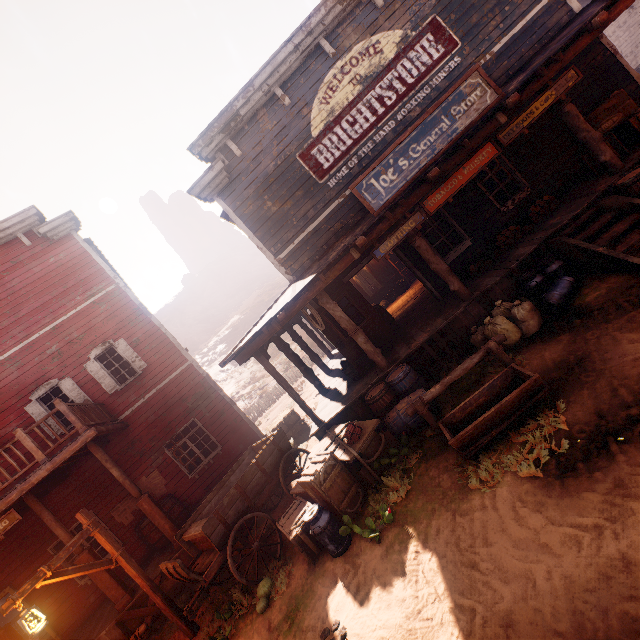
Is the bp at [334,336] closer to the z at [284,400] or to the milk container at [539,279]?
the z at [284,400]

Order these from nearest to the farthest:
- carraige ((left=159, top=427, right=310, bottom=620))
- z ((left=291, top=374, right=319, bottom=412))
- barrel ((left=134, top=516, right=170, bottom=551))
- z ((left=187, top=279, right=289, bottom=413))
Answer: carraige ((left=159, top=427, right=310, bottom=620)) < barrel ((left=134, top=516, right=170, bottom=551)) < z ((left=291, top=374, right=319, bottom=412)) < z ((left=187, top=279, right=289, bottom=413))

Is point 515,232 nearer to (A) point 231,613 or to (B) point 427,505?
(B) point 427,505

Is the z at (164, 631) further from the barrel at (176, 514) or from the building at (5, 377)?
the barrel at (176, 514)

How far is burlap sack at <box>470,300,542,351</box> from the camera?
6.2 meters

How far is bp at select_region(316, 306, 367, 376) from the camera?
8.6m

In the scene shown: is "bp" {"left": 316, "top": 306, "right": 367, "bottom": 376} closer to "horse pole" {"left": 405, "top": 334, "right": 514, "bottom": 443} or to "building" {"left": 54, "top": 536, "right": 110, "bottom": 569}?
"building" {"left": 54, "top": 536, "right": 110, "bottom": 569}

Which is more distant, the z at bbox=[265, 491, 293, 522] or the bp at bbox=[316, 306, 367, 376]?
the bp at bbox=[316, 306, 367, 376]
